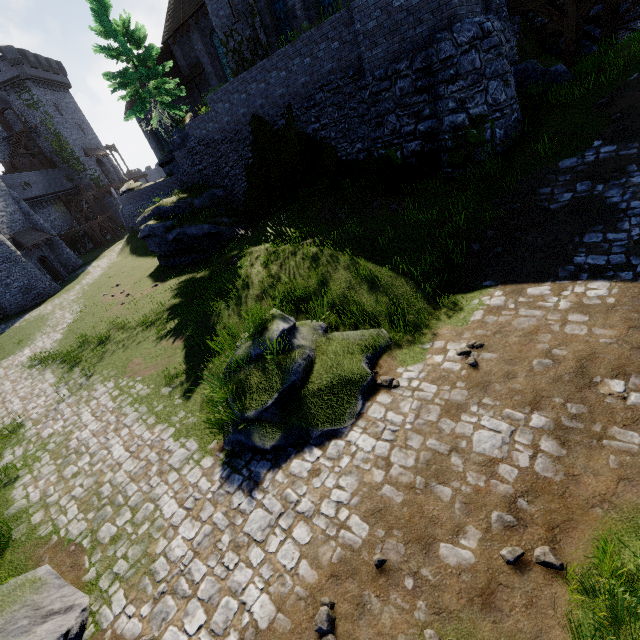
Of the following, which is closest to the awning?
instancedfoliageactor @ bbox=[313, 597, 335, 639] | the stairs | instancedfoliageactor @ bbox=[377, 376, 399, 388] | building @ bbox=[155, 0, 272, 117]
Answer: the stairs

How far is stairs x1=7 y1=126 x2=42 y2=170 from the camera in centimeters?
3934cm

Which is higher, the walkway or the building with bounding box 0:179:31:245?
the building with bounding box 0:179:31:245

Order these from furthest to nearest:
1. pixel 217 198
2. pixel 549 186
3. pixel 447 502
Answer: pixel 217 198, pixel 549 186, pixel 447 502

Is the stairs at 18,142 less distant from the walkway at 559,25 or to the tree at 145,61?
the tree at 145,61

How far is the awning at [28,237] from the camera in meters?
27.2

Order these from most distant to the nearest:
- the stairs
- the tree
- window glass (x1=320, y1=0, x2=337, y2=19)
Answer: the stairs < the tree < window glass (x1=320, y1=0, x2=337, y2=19)

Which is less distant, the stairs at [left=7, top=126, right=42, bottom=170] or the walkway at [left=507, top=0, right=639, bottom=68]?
the walkway at [left=507, top=0, right=639, bottom=68]
